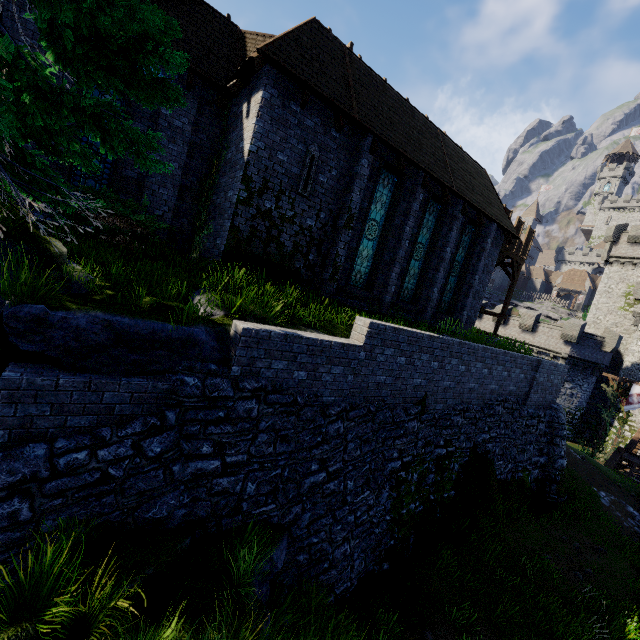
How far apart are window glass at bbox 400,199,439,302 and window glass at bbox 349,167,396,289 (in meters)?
1.84

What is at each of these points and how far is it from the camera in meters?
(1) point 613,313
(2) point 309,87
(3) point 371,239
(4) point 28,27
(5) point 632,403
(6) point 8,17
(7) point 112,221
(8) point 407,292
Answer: (1) building tower, 35.3
(2) building, 9.4
(3) window glass, 12.8
(4) building, 8.3
(5) flag, 23.4
(6) building, 8.1
(7) bush, 7.9
(8) window glass, 14.7

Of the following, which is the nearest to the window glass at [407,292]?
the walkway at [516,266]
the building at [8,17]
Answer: the building at [8,17]

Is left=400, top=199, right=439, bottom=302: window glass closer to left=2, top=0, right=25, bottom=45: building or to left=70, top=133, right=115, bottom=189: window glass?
left=2, top=0, right=25, bottom=45: building

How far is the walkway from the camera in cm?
2189

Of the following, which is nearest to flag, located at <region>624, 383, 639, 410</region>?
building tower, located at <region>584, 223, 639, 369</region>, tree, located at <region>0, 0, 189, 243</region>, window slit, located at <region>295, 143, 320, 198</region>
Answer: building tower, located at <region>584, 223, 639, 369</region>

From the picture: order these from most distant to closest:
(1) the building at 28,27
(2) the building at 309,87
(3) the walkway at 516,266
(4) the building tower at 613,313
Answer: (4) the building tower at 613,313 → (3) the walkway at 516,266 → (2) the building at 309,87 → (1) the building at 28,27

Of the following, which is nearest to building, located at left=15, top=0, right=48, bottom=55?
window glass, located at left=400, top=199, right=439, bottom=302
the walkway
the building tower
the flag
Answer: the walkway
